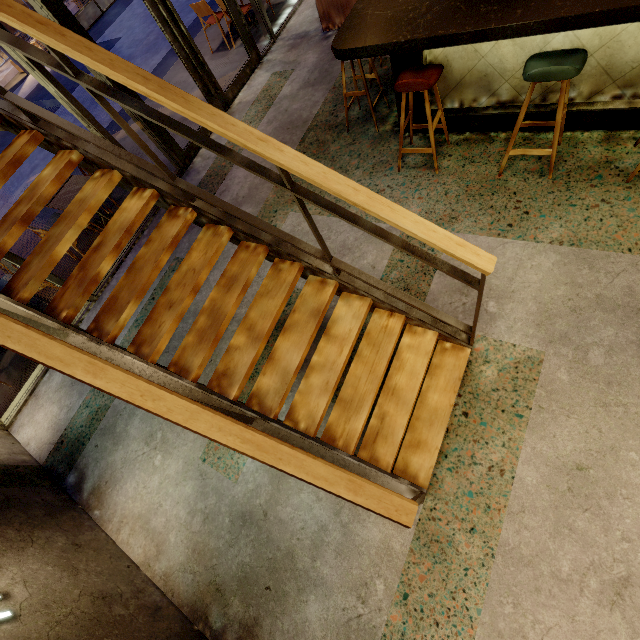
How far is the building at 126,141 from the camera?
6.18m

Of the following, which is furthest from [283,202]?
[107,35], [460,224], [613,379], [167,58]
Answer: [107,35]

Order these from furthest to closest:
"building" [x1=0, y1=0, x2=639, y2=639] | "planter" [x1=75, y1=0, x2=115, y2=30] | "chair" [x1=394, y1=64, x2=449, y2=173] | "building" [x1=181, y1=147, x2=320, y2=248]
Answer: "planter" [x1=75, y1=0, x2=115, y2=30] → "building" [x1=181, y1=147, x2=320, y2=248] → "chair" [x1=394, y1=64, x2=449, y2=173] → "building" [x1=0, y1=0, x2=639, y2=639]

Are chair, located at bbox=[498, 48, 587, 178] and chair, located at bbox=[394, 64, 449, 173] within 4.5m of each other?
yes

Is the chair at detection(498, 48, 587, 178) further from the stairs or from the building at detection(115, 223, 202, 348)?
the stairs

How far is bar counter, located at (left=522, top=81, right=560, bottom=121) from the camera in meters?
3.1

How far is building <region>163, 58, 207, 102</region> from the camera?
6.6m

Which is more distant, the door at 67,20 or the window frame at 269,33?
the window frame at 269,33
